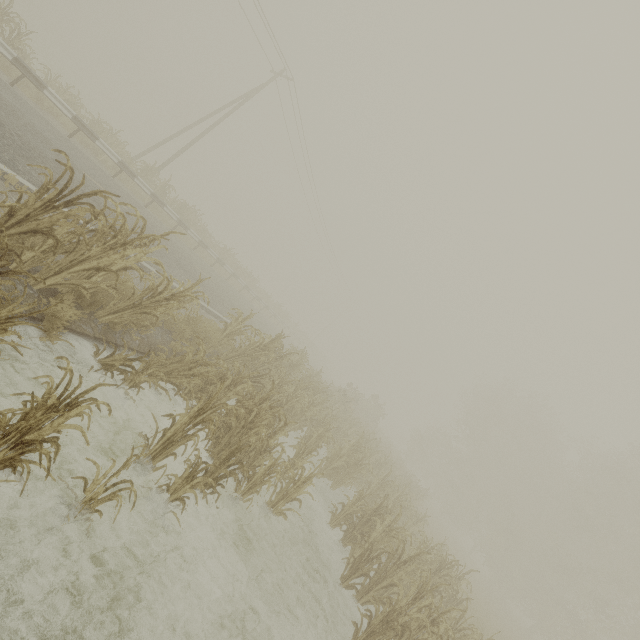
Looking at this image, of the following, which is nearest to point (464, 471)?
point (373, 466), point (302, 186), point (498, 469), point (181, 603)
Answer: point (498, 469)

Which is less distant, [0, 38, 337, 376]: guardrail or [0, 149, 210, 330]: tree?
[0, 149, 210, 330]: tree

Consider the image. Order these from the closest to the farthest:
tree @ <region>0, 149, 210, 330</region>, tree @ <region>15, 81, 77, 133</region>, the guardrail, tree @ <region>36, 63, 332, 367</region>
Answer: tree @ <region>0, 149, 210, 330</region>, the guardrail, tree @ <region>15, 81, 77, 133</region>, tree @ <region>36, 63, 332, 367</region>

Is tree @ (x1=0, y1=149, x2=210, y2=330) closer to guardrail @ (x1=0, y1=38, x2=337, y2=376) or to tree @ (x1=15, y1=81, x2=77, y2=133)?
guardrail @ (x1=0, y1=38, x2=337, y2=376)

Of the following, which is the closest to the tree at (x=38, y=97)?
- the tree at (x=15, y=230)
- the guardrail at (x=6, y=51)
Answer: the guardrail at (x=6, y=51)

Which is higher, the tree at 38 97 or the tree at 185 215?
the tree at 185 215

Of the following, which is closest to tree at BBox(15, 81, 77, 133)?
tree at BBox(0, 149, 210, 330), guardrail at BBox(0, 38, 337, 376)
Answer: guardrail at BBox(0, 38, 337, 376)

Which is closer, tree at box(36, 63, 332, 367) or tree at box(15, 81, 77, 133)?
tree at box(15, 81, 77, 133)
